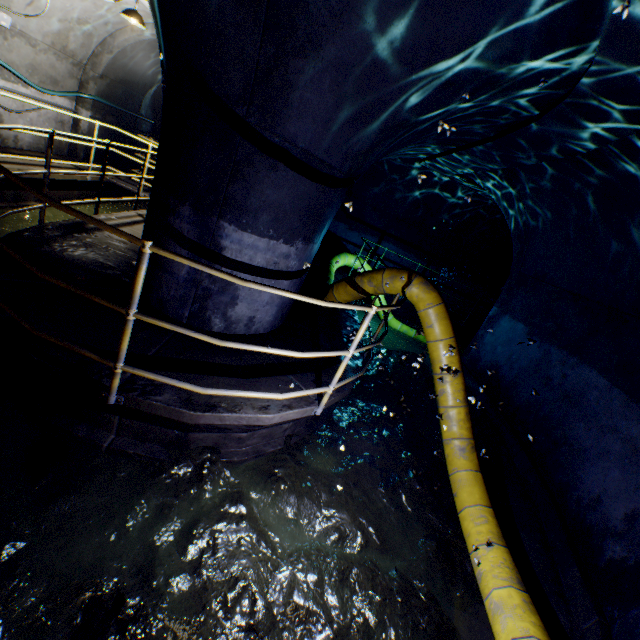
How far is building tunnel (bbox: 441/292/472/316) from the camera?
12.5m

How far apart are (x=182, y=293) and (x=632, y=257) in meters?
6.0

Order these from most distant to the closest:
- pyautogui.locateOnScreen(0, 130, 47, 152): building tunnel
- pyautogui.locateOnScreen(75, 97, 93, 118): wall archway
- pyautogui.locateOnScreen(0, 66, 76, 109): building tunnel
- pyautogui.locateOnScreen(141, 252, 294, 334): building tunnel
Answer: pyautogui.locateOnScreen(75, 97, 93, 118): wall archway → pyautogui.locateOnScreen(0, 130, 47, 152): building tunnel → pyautogui.locateOnScreen(0, 66, 76, 109): building tunnel → pyautogui.locateOnScreen(141, 252, 294, 334): building tunnel

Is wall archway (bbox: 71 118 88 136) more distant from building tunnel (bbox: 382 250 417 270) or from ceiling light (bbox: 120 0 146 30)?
ceiling light (bbox: 120 0 146 30)

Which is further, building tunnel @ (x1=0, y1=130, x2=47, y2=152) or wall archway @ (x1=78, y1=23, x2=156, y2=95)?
wall archway @ (x1=78, y1=23, x2=156, y2=95)

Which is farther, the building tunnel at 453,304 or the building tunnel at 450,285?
the building tunnel at 453,304

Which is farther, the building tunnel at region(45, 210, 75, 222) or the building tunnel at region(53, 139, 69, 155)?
the building tunnel at region(53, 139, 69, 155)
